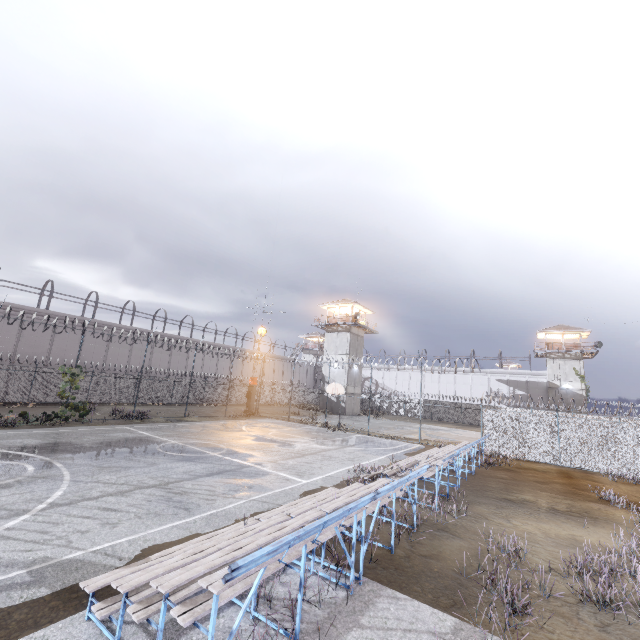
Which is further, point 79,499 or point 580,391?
point 580,391

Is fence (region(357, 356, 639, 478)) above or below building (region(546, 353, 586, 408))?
below

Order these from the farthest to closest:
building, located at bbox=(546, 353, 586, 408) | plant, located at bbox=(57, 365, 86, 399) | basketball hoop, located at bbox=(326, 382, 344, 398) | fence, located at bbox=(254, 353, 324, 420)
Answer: building, located at bbox=(546, 353, 586, 408)
fence, located at bbox=(254, 353, 324, 420)
basketball hoop, located at bbox=(326, 382, 344, 398)
plant, located at bbox=(57, 365, 86, 399)

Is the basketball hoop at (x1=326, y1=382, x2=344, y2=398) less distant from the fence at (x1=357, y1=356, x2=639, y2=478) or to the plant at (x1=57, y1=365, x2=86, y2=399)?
the fence at (x1=357, y1=356, x2=639, y2=478)

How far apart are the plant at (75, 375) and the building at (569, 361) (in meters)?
53.09

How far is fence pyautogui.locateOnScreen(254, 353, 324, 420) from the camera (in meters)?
30.53

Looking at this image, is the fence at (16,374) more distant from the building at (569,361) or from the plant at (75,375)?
the building at (569,361)

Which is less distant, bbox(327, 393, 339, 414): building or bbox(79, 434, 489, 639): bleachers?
bbox(79, 434, 489, 639): bleachers
